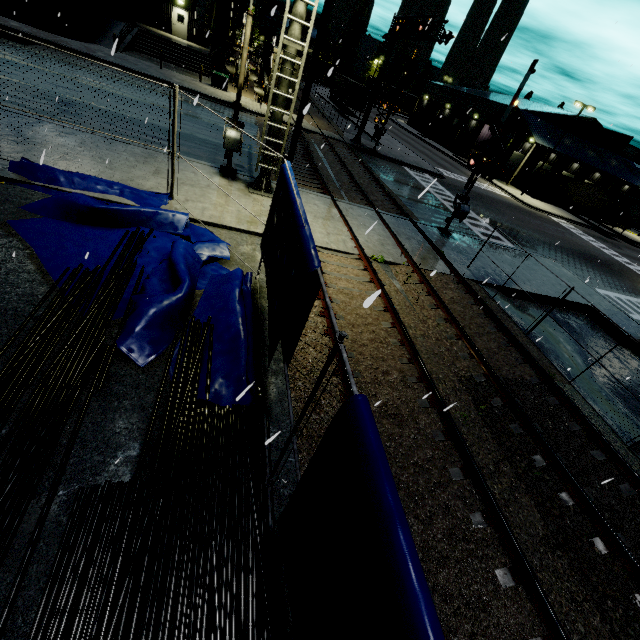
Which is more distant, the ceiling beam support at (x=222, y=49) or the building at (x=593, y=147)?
the building at (x=593, y=147)

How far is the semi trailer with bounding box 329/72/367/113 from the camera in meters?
43.3 m

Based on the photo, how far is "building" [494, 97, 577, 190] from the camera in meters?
40.2

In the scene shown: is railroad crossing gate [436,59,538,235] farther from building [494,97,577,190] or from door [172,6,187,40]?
door [172,6,187,40]

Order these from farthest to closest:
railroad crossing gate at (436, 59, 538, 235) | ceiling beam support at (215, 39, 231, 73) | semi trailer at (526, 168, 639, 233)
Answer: semi trailer at (526, 168, 639, 233), ceiling beam support at (215, 39, 231, 73), railroad crossing gate at (436, 59, 538, 235)

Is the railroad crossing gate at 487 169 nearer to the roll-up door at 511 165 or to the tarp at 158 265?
the tarp at 158 265

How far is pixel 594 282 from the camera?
20.4 meters

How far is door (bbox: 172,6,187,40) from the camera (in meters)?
34.03
